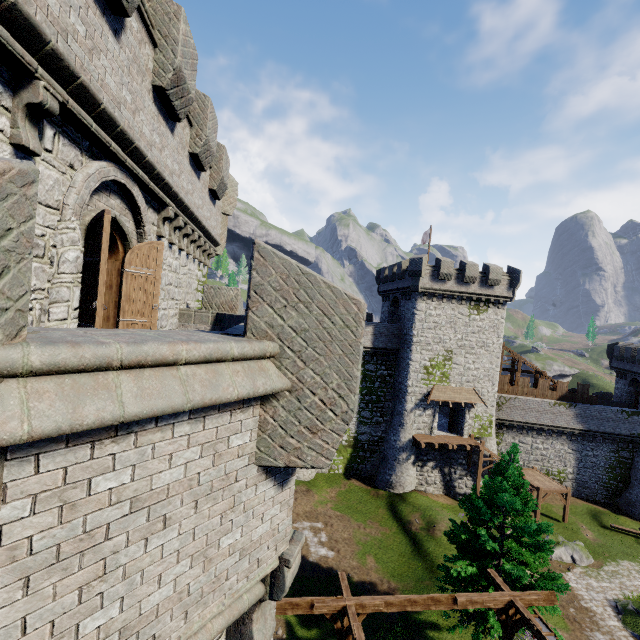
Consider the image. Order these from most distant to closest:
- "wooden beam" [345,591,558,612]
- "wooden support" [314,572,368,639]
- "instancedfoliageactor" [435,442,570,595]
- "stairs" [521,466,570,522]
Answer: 1. "stairs" [521,466,570,522]
2. "instancedfoliageactor" [435,442,570,595]
3. "wooden beam" [345,591,558,612]
4. "wooden support" [314,572,368,639]

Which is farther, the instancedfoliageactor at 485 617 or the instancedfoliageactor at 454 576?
the instancedfoliageactor at 454 576

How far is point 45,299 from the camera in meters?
4.8

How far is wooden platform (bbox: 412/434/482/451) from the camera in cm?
2975

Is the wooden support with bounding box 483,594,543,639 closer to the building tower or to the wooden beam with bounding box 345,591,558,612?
the wooden beam with bounding box 345,591,558,612

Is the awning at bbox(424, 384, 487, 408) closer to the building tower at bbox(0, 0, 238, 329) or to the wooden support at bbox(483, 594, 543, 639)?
the wooden support at bbox(483, 594, 543, 639)

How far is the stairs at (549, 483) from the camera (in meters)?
29.20

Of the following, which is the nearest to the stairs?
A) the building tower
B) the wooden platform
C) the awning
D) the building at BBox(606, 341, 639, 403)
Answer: the wooden platform
